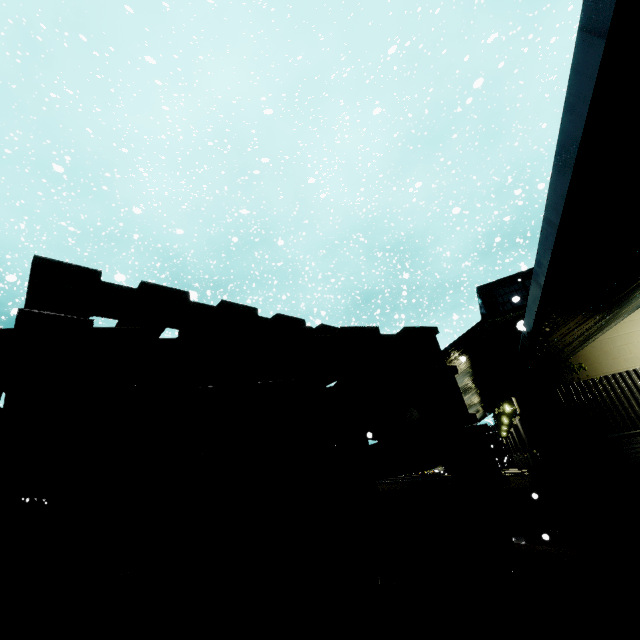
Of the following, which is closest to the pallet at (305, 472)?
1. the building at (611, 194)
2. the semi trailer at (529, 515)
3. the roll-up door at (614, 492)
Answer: the building at (611, 194)

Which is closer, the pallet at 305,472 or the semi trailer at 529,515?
the pallet at 305,472

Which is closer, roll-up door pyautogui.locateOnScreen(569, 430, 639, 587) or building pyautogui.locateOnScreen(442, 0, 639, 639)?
building pyautogui.locateOnScreen(442, 0, 639, 639)

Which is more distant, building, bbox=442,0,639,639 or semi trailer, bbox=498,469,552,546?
semi trailer, bbox=498,469,552,546

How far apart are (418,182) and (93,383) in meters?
7.6

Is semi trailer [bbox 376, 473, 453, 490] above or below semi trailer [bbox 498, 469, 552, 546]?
above

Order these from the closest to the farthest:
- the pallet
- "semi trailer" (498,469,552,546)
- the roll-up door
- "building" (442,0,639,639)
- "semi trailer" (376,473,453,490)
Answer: the pallet → "building" (442,0,639,639) → the roll-up door → "semi trailer" (498,469,552,546) → "semi trailer" (376,473,453,490)

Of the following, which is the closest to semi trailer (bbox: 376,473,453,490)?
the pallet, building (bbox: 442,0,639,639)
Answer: building (bbox: 442,0,639,639)
